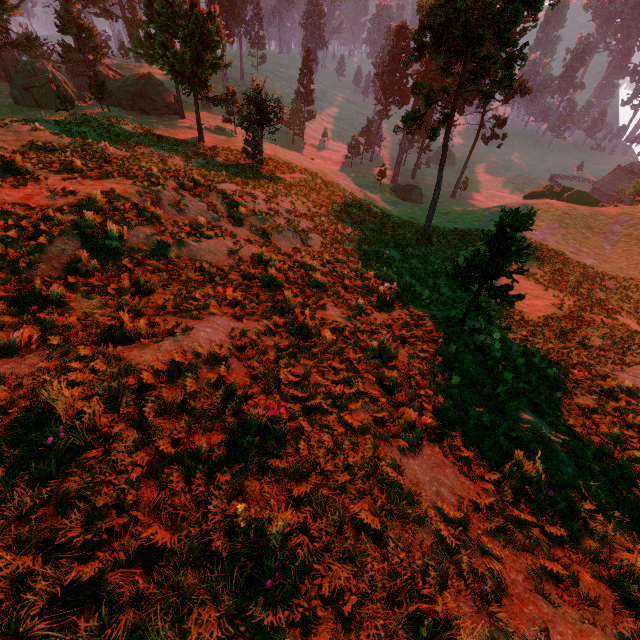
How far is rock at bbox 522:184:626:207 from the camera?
42.25m

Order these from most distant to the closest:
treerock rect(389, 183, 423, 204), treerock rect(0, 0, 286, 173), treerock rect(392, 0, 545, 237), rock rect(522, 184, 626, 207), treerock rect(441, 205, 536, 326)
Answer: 1. treerock rect(389, 183, 423, 204)
2. rock rect(522, 184, 626, 207)
3. treerock rect(0, 0, 286, 173)
4. treerock rect(392, 0, 545, 237)
5. treerock rect(441, 205, 536, 326)

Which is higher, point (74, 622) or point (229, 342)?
point (74, 622)

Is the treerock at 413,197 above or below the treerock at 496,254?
below

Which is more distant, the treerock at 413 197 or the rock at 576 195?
the treerock at 413 197

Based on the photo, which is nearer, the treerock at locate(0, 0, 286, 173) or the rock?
the treerock at locate(0, 0, 286, 173)

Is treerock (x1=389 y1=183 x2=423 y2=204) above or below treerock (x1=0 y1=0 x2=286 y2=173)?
below

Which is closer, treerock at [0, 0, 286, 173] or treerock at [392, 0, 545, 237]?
treerock at [392, 0, 545, 237]
